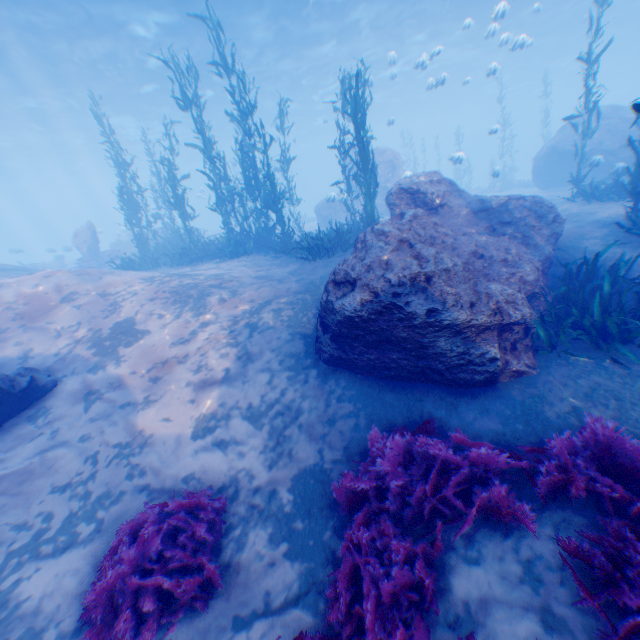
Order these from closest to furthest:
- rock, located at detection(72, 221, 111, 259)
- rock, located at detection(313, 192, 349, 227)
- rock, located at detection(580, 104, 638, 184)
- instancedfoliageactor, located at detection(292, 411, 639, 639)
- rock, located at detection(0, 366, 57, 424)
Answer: instancedfoliageactor, located at detection(292, 411, 639, 639) < rock, located at detection(0, 366, 57, 424) < rock, located at detection(580, 104, 638, 184) < rock, located at detection(313, 192, 349, 227) < rock, located at detection(72, 221, 111, 259)

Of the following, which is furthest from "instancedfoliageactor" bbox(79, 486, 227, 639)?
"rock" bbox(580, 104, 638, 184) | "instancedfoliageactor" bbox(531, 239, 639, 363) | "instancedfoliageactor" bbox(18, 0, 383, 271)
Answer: "instancedfoliageactor" bbox(18, 0, 383, 271)

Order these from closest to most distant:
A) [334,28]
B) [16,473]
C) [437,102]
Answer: [16,473]
[334,28]
[437,102]

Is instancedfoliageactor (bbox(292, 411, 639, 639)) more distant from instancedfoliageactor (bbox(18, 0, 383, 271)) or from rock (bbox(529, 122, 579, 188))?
instancedfoliageactor (bbox(18, 0, 383, 271))

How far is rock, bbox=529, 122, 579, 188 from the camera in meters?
17.0 m

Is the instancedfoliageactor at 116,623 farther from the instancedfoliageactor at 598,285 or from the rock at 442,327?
the instancedfoliageactor at 598,285

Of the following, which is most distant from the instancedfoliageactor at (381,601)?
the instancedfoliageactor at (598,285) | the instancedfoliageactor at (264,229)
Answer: the instancedfoliageactor at (264,229)

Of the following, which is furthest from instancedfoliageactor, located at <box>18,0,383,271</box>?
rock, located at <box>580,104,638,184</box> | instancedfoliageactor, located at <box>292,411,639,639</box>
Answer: instancedfoliageactor, located at <box>292,411,639,639</box>
